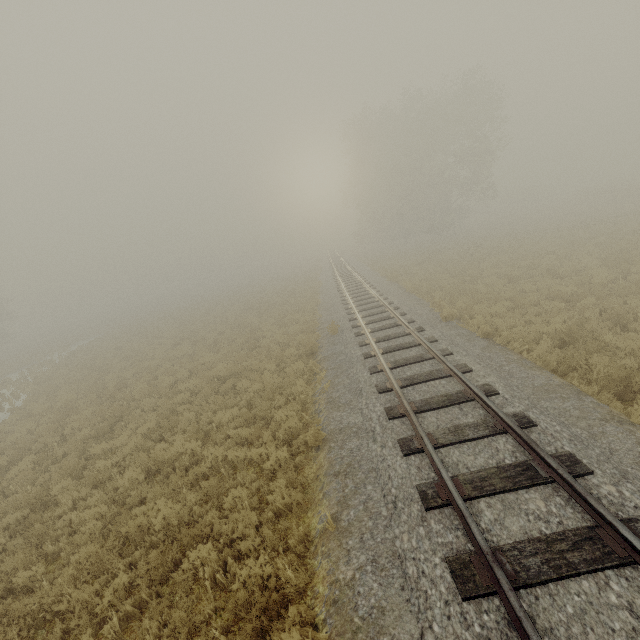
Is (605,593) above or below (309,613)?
above

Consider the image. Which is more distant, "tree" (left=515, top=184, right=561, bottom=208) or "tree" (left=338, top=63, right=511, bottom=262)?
"tree" (left=515, top=184, right=561, bottom=208)

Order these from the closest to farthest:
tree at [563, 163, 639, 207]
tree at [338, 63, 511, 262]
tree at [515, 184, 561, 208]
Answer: tree at [563, 163, 639, 207] < tree at [338, 63, 511, 262] < tree at [515, 184, 561, 208]

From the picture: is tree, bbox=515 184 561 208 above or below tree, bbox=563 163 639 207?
above

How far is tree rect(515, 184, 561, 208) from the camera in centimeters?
5708cm

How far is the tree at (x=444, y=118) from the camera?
33.75m

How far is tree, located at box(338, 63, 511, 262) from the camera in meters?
33.8

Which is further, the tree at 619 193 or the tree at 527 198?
the tree at 527 198
